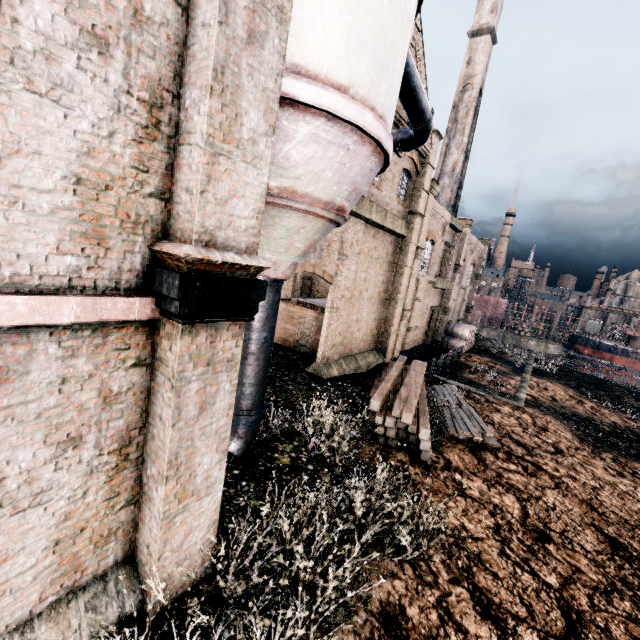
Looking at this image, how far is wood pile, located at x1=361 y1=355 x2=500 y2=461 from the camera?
12.4m

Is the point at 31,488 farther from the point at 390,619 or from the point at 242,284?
the point at 390,619

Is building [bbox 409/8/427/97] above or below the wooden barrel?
above

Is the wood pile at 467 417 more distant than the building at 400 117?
No

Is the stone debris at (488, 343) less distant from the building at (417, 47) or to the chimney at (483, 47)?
the building at (417, 47)

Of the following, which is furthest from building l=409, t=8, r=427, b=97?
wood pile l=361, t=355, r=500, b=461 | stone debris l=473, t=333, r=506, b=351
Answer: stone debris l=473, t=333, r=506, b=351

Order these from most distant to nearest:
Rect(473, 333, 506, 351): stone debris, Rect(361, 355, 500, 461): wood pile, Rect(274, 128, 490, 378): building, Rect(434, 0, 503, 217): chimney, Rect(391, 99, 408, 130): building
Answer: Rect(473, 333, 506, 351): stone debris, Rect(434, 0, 503, 217): chimney, Rect(274, 128, 490, 378): building, Rect(391, 99, 408, 130): building, Rect(361, 355, 500, 461): wood pile

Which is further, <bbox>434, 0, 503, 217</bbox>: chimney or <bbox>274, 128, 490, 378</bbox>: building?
<bbox>434, 0, 503, 217</bbox>: chimney
